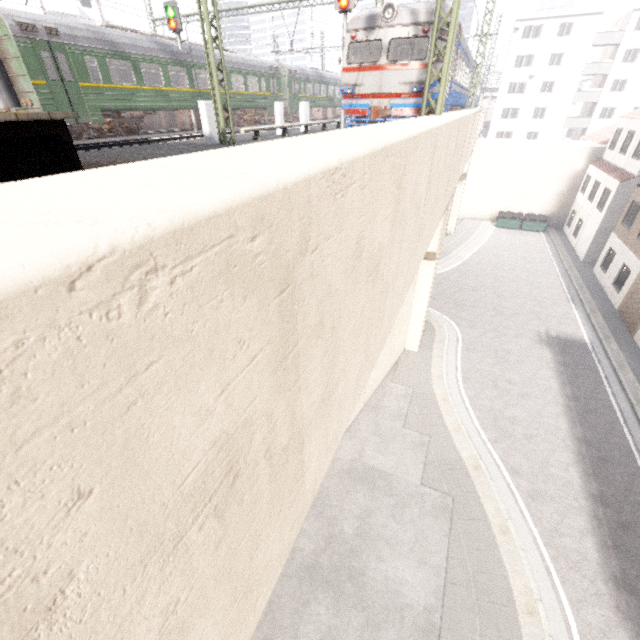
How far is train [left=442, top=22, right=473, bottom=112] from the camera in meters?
13.5

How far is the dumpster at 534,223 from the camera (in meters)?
30.61

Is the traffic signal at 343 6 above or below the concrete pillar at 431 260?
above

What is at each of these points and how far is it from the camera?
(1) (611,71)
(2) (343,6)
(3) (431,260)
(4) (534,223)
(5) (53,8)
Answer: (1) building, 41.19m
(2) traffic signal, 14.07m
(3) concrete pillar, 13.37m
(4) dumpster, 30.84m
(5) building, 34.94m

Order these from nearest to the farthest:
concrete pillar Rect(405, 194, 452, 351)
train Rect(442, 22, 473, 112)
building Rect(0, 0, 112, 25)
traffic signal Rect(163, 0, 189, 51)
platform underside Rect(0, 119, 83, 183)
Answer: platform underside Rect(0, 119, 83, 183) < concrete pillar Rect(405, 194, 452, 351) < train Rect(442, 22, 473, 112) < traffic signal Rect(163, 0, 189, 51) < building Rect(0, 0, 112, 25)

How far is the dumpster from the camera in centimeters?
3061cm

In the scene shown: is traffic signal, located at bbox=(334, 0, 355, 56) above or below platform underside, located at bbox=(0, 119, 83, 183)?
above

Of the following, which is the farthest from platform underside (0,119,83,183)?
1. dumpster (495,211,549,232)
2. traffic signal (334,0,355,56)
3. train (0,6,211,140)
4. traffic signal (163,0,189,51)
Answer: dumpster (495,211,549,232)
